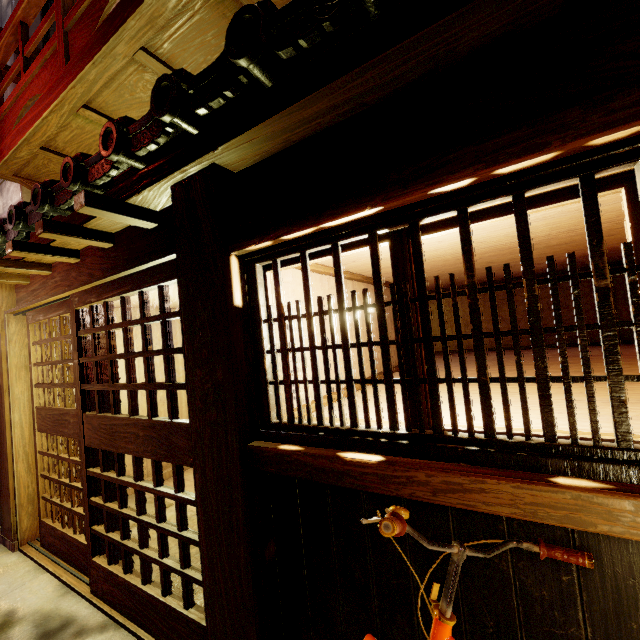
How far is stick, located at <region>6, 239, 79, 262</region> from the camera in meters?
4.9 m

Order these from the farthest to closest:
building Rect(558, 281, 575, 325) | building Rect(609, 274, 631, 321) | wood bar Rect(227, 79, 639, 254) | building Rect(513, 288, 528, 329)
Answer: building Rect(513, 288, 528, 329) → building Rect(558, 281, 575, 325) → building Rect(609, 274, 631, 321) → wood bar Rect(227, 79, 639, 254)

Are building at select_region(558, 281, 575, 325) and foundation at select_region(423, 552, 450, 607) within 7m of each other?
no

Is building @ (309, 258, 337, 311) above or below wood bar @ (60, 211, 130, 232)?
below

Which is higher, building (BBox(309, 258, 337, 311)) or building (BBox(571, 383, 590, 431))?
building (BBox(309, 258, 337, 311))

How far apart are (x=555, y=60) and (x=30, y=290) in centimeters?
919cm

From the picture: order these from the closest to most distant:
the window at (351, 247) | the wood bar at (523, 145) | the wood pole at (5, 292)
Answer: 1. the wood bar at (523, 145)
2. the window at (351, 247)
3. the wood pole at (5, 292)

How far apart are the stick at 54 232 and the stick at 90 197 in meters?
0.9
